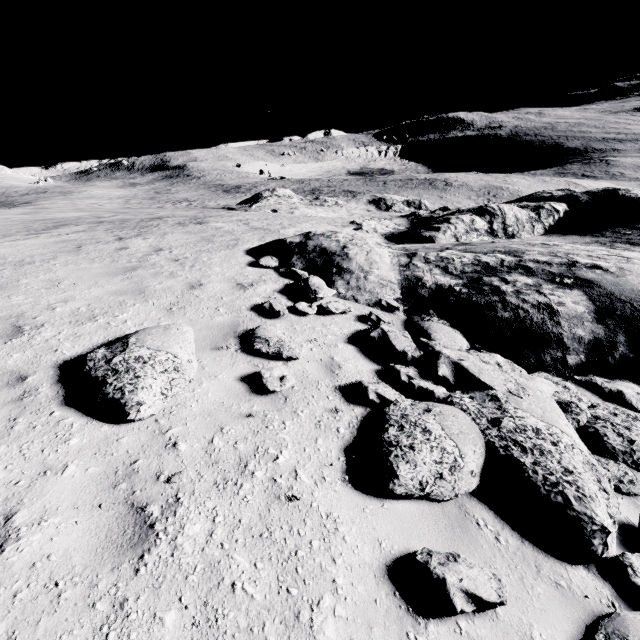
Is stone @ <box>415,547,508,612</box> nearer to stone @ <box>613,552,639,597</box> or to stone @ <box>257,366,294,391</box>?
stone @ <box>613,552,639,597</box>

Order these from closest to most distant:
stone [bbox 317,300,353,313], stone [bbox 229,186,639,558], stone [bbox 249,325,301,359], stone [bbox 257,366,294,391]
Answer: stone [bbox 229,186,639,558], stone [bbox 257,366,294,391], stone [bbox 249,325,301,359], stone [bbox 317,300,353,313]

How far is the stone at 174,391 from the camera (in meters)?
3.72

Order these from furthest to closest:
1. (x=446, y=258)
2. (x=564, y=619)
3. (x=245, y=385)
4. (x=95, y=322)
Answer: (x=446, y=258), (x=95, y=322), (x=245, y=385), (x=564, y=619)

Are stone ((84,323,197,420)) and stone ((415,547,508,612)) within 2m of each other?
no

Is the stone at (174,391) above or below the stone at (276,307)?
above

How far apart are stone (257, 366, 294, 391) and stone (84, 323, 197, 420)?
0.9m

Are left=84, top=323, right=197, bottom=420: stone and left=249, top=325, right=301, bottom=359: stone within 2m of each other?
yes
